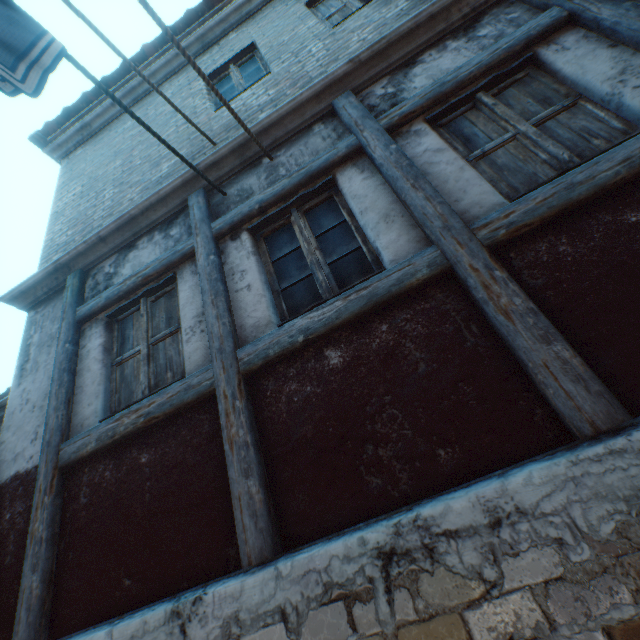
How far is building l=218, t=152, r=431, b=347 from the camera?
2.64m

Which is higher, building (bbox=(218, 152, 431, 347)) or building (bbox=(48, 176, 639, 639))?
building (bbox=(218, 152, 431, 347))

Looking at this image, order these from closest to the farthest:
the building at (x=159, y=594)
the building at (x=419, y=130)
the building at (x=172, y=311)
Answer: the building at (x=159, y=594), the building at (x=419, y=130), the building at (x=172, y=311)

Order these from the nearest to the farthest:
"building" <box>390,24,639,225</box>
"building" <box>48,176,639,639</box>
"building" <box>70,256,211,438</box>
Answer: "building" <box>48,176,639,639</box>, "building" <box>390,24,639,225</box>, "building" <box>70,256,211,438</box>

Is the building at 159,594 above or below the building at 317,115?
below

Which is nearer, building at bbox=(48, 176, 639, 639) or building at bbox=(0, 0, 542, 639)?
building at bbox=(48, 176, 639, 639)

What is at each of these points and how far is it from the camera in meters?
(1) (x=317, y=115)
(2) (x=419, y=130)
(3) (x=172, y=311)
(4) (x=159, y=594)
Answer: (1) building, 3.6
(2) building, 3.0
(3) building, 3.4
(4) building, 2.1
